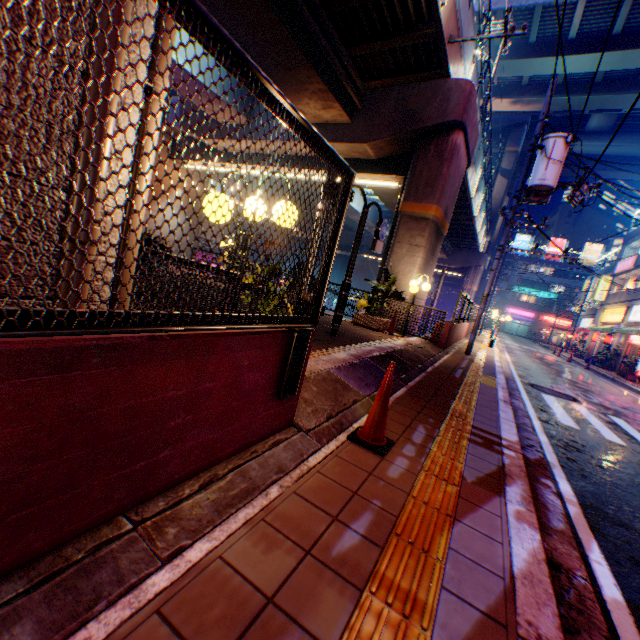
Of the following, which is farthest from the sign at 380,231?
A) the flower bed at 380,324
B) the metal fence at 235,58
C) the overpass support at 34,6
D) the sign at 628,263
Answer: the sign at 628,263

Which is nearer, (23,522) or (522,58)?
(23,522)

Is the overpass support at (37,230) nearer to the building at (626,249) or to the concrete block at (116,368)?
the concrete block at (116,368)

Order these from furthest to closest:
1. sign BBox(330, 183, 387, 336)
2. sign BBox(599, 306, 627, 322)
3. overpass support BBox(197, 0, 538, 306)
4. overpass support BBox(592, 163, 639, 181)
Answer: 1. overpass support BBox(592, 163, 639, 181)
2. sign BBox(599, 306, 627, 322)
3. overpass support BBox(197, 0, 538, 306)
4. sign BBox(330, 183, 387, 336)

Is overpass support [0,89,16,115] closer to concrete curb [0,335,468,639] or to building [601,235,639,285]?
concrete curb [0,335,468,639]

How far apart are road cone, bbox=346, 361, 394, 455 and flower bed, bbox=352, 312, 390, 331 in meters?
7.5

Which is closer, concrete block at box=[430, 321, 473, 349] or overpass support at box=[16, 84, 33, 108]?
overpass support at box=[16, 84, 33, 108]

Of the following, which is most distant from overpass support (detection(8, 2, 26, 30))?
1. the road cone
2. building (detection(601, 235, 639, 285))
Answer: building (detection(601, 235, 639, 285))
